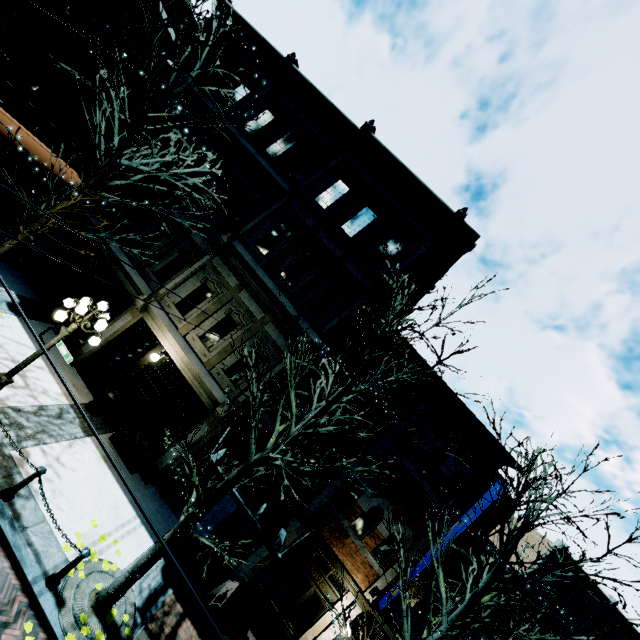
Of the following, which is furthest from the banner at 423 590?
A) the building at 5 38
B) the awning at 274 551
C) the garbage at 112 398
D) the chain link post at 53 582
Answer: the garbage at 112 398

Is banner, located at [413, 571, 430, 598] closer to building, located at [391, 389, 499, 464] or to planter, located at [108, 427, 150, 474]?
building, located at [391, 389, 499, 464]

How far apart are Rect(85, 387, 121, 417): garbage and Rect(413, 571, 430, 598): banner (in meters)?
10.33

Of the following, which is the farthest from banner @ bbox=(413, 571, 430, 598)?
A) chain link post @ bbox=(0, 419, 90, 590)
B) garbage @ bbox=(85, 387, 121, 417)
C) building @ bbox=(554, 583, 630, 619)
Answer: building @ bbox=(554, 583, 630, 619)

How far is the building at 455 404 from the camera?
10.6m

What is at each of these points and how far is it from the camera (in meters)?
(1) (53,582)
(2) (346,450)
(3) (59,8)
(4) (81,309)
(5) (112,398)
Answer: (1) chain link post, 6.25
(2) building, 10.89
(3) building, 15.29
(4) light, 7.48
(5) garbage, 10.62

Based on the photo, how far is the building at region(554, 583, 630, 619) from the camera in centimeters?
2580cm

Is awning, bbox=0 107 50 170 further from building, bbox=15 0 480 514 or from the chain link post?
the chain link post
